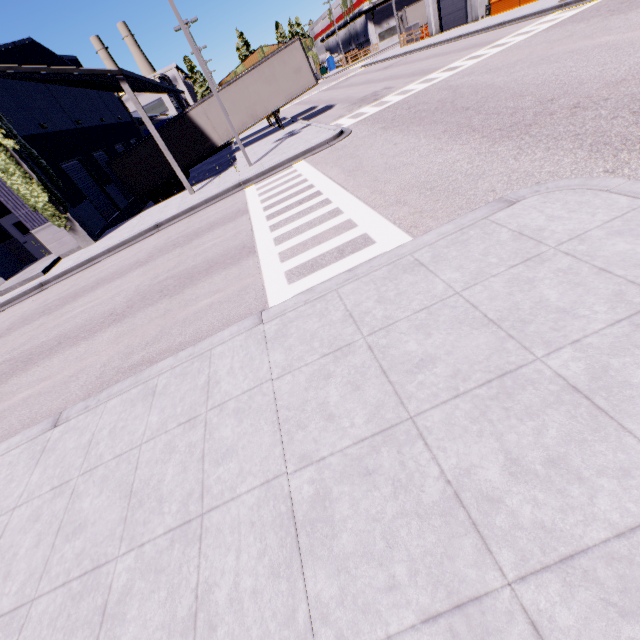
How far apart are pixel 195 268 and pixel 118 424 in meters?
5.3 m

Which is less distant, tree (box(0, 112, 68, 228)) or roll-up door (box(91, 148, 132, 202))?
tree (box(0, 112, 68, 228))

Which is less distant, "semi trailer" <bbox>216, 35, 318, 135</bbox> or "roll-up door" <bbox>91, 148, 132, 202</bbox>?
"semi trailer" <bbox>216, 35, 318, 135</bbox>

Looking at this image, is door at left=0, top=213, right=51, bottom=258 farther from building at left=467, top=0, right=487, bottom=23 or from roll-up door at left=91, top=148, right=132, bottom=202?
roll-up door at left=91, top=148, right=132, bottom=202

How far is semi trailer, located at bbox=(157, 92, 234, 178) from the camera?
21.4m

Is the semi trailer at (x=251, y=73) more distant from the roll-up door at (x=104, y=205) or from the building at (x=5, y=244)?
the roll-up door at (x=104, y=205)

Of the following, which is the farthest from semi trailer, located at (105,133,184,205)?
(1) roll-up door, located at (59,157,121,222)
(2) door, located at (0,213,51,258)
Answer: (2) door, located at (0,213,51,258)

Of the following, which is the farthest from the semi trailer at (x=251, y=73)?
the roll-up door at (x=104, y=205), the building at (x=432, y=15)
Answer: the roll-up door at (x=104, y=205)
